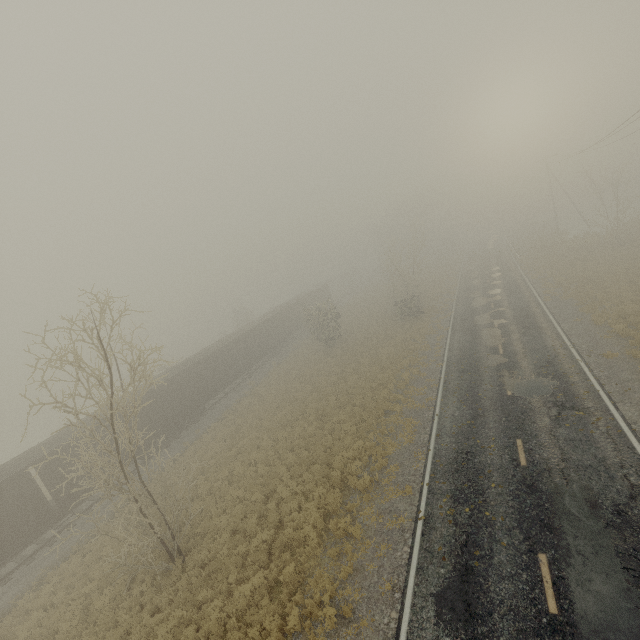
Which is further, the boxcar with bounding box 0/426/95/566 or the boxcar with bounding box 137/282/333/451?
the boxcar with bounding box 137/282/333/451

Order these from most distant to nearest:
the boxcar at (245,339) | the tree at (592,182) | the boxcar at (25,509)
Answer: the tree at (592,182) → the boxcar at (245,339) → the boxcar at (25,509)

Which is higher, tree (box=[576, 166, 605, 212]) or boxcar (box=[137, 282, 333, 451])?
tree (box=[576, 166, 605, 212])

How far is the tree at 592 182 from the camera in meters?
34.4 m

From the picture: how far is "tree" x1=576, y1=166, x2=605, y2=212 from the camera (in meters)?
34.38

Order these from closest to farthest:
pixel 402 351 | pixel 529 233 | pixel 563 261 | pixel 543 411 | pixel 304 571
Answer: pixel 304 571, pixel 543 411, pixel 402 351, pixel 563 261, pixel 529 233

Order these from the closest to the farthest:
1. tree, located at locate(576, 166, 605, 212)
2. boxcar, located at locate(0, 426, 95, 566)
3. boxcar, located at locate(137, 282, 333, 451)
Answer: boxcar, located at locate(0, 426, 95, 566), boxcar, located at locate(137, 282, 333, 451), tree, located at locate(576, 166, 605, 212)
